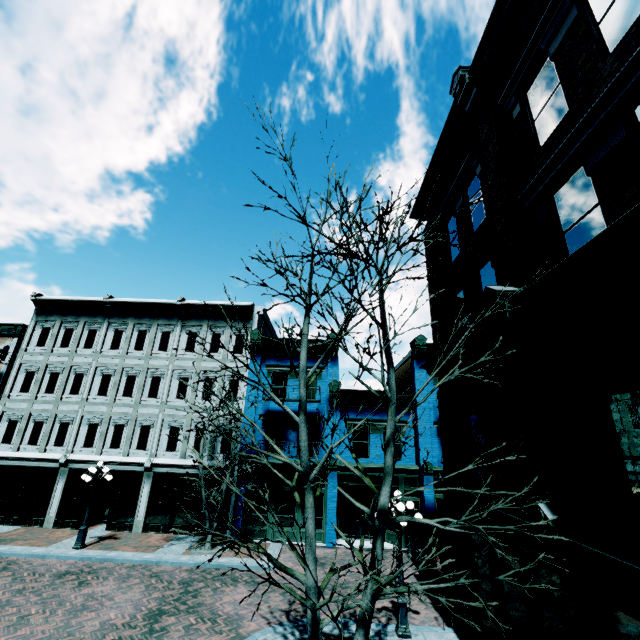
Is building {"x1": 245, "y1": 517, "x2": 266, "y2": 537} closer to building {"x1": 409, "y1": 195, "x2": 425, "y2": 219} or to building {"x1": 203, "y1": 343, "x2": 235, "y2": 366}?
building {"x1": 203, "y1": 343, "x2": 235, "y2": 366}

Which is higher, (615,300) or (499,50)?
(499,50)

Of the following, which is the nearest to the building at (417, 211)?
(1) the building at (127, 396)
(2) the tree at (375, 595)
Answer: (2) the tree at (375, 595)

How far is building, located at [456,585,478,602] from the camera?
8.82m

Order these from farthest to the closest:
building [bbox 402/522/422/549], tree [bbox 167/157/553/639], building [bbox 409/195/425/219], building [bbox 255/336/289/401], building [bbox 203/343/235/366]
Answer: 1. building [bbox 203/343/235/366]
2. building [bbox 255/336/289/401]
3. building [bbox 402/522/422/549]
4. building [bbox 409/195/425/219]
5. tree [bbox 167/157/553/639]

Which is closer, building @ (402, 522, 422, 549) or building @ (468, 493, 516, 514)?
building @ (468, 493, 516, 514)

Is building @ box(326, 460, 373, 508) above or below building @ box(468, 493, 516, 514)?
below

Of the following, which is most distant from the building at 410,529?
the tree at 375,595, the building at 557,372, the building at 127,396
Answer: the tree at 375,595
